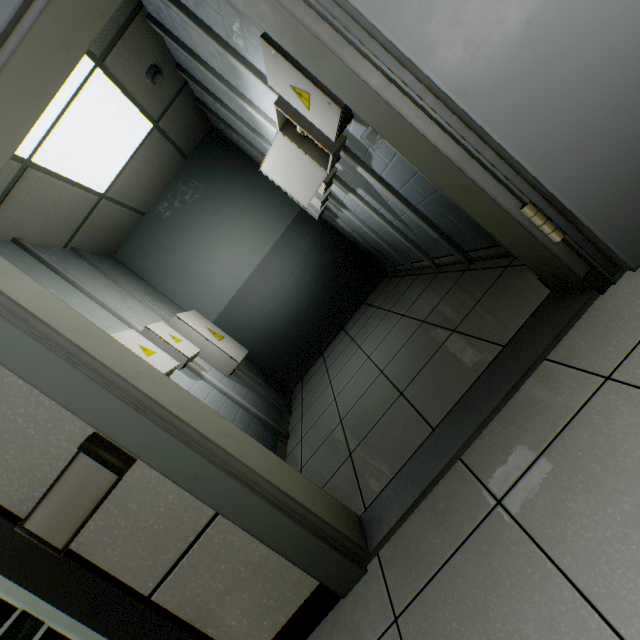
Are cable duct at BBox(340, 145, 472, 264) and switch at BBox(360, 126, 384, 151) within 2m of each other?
yes

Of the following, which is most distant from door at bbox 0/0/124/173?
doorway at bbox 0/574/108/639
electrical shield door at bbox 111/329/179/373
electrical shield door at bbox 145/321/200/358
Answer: electrical shield door at bbox 145/321/200/358

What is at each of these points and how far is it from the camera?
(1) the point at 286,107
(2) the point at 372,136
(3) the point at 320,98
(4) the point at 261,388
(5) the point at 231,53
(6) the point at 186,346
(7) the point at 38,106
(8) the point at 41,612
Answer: (1) electrical shield, 2.1m
(2) switch, 1.3m
(3) electrical shield door, 1.6m
(4) cable duct, 4.1m
(5) cable duct, 2.2m
(6) electrical shield door, 3.3m
(7) door, 1.2m
(8) doorway, 1.2m

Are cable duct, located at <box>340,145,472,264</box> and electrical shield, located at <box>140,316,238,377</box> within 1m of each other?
no

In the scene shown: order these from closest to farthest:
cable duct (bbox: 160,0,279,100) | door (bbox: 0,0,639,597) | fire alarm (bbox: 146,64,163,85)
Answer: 1. door (bbox: 0,0,639,597)
2. cable duct (bbox: 160,0,279,100)
3. fire alarm (bbox: 146,64,163,85)

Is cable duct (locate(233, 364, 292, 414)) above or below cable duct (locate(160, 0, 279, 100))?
below

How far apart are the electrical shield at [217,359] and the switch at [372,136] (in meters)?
2.97

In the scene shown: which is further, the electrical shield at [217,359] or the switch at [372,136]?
the electrical shield at [217,359]
